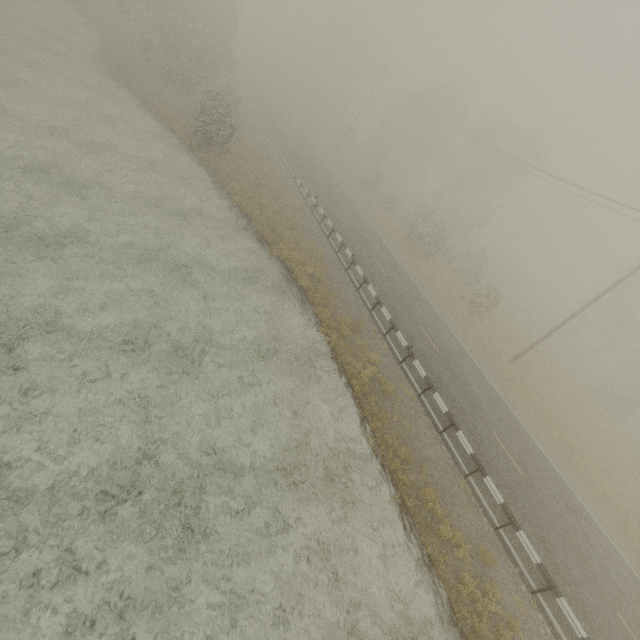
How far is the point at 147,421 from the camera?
10.06m

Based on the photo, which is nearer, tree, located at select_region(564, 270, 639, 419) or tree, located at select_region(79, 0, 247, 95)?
tree, located at select_region(564, 270, 639, 419)

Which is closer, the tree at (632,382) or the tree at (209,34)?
the tree at (632,382)
